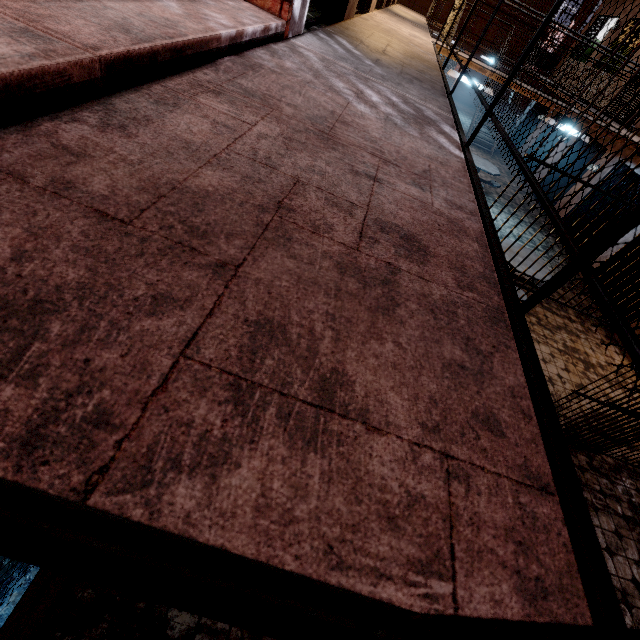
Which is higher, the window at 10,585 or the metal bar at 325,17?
the metal bar at 325,17

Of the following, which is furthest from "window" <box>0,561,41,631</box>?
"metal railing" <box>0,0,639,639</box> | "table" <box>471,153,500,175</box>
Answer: "table" <box>471,153,500,175</box>

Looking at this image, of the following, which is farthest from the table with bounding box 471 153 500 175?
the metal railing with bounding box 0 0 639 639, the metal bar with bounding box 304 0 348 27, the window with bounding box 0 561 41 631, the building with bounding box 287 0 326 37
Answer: the window with bounding box 0 561 41 631

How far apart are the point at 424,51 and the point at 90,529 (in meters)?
6.61

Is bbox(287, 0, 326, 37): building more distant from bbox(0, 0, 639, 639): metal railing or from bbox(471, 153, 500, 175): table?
bbox(471, 153, 500, 175): table

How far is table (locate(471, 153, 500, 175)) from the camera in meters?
10.0

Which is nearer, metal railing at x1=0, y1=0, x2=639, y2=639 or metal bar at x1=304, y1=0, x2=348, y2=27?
metal railing at x1=0, y1=0, x2=639, y2=639

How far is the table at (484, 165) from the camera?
10.0 meters
